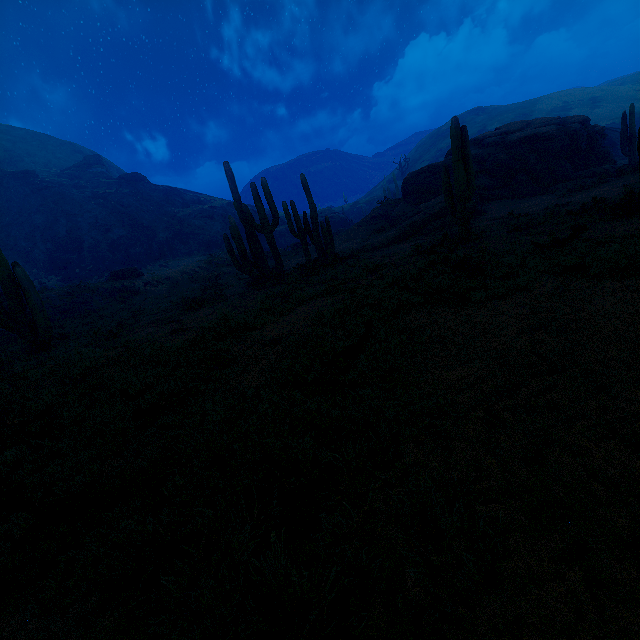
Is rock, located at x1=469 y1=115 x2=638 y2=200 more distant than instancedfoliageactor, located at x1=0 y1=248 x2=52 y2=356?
Yes

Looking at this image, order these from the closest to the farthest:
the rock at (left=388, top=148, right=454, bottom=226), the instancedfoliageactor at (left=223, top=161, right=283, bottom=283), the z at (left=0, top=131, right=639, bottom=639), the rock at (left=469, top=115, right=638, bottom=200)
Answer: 1. the z at (left=0, top=131, right=639, bottom=639)
2. the instancedfoliageactor at (left=223, top=161, right=283, bottom=283)
3. the rock at (left=469, top=115, right=638, bottom=200)
4. the rock at (left=388, top=148, right=454, bottom=226)

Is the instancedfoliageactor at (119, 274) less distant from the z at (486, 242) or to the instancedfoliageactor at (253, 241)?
the z at (486, 242)

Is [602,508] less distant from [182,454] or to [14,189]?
[182,454]

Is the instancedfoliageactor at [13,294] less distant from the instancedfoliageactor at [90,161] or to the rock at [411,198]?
the rock at [411,198]

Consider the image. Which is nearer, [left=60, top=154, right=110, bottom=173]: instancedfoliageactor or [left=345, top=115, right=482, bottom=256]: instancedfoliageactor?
[left=345, top=115, right=482, bottom=256]: instancedfoliageactor

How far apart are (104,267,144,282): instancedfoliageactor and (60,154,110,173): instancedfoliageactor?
44.01m

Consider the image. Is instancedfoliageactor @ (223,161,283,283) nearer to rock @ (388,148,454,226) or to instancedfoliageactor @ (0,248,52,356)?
instancedfoliageactor @ (0,248,52,356)
